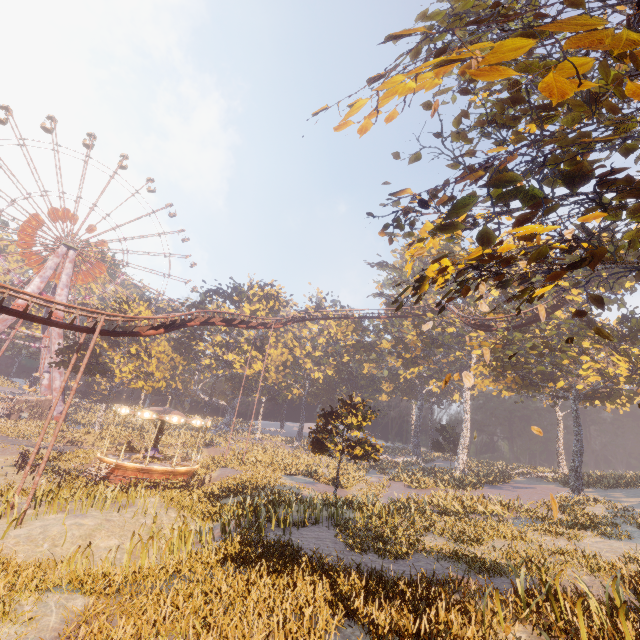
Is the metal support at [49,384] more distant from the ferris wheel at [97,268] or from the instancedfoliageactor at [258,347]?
the instancedfoliageactor at [258,347]

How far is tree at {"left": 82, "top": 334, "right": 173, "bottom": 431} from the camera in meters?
40.6

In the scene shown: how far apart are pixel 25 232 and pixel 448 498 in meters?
64.5 m

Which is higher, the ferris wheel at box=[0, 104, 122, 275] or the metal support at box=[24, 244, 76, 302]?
the ferris wheel at box=[0, 104, 122, 275]

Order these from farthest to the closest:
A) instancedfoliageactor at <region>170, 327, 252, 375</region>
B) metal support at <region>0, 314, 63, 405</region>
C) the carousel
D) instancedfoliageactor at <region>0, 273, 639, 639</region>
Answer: instancedfoliageactor at <region>170, 327, 252, 375</region> < metal support at <region>0, 314, 63, 405</region> < the carousel < instancedfoliageactor at <region>0, 273, 639, 639</region>

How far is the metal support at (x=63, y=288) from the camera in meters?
47.6

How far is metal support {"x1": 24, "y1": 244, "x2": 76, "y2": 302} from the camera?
47.6 meters

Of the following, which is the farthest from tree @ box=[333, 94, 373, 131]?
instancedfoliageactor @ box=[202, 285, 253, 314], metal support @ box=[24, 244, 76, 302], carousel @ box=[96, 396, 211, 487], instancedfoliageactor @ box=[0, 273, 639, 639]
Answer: instancedfoliageactor @ box=[202, 285, 253, 314]
